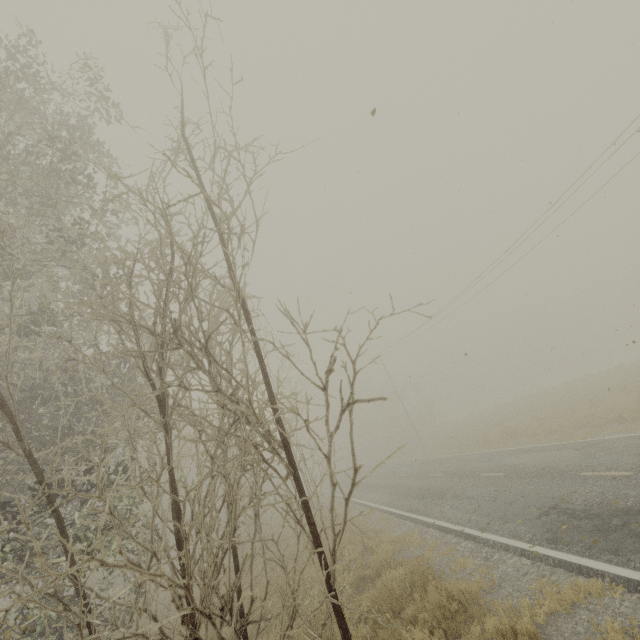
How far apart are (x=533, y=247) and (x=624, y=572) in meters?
21.6 m
